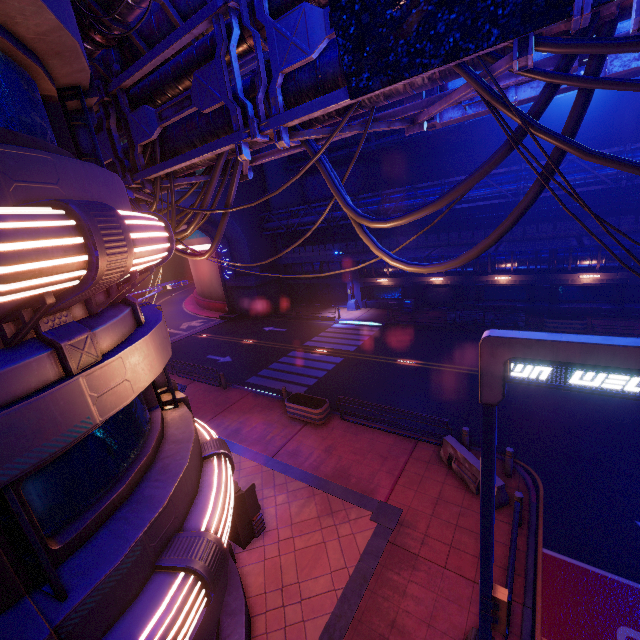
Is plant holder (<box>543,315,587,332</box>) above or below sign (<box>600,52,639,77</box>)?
below

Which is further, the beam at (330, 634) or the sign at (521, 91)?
the beam at (330, 634)

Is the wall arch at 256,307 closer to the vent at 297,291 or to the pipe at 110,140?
the pipe at 110,140

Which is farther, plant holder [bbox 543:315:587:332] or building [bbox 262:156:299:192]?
building [bbox 262:156:299:192]

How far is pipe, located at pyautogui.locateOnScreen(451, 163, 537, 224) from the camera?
21.3 meters

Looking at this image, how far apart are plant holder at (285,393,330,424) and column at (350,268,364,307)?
17.61m

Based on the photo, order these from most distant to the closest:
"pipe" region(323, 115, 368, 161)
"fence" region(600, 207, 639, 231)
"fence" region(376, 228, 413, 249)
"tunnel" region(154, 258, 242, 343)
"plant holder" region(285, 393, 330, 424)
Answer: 1. "tunnel" region(154, 258, 242, 343)
2. "fence" region(376, 228, 413, 249)
3. "fence" region(600, 207, 639, 231)
4. "plant holder" region(285, 393, 330, 424)
5. "pipe" region(323, 115, 368, 161)

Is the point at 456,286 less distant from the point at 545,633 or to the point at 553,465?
the point at 553,465
